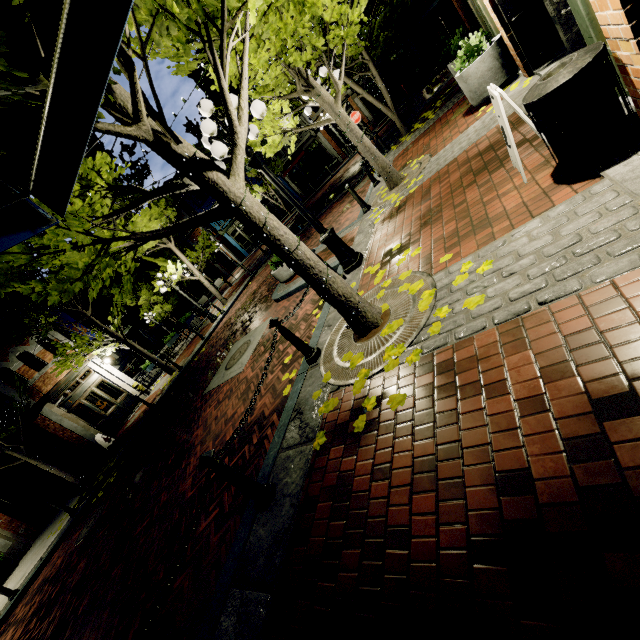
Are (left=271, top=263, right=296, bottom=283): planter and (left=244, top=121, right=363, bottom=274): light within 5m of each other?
yes

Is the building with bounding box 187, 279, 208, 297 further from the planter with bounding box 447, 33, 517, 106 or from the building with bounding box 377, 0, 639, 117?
the planter with bounding box 447, 33, 517, 106

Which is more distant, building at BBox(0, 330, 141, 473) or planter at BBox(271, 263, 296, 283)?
building at BBox(0, 330, 141, 473)

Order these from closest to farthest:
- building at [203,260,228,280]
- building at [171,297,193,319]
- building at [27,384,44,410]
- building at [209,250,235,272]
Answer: building at [27,384,44,410]
building at [209,250,235,272]
building at [203,260,228,280]
building at [171,297,193,319]

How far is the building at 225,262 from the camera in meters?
40.3 m

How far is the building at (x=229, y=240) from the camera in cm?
3662

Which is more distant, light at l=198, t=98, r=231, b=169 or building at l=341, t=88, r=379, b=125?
building at l=341, t=88, r=379, b=125

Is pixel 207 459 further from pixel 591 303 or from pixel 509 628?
pixel 591 303
